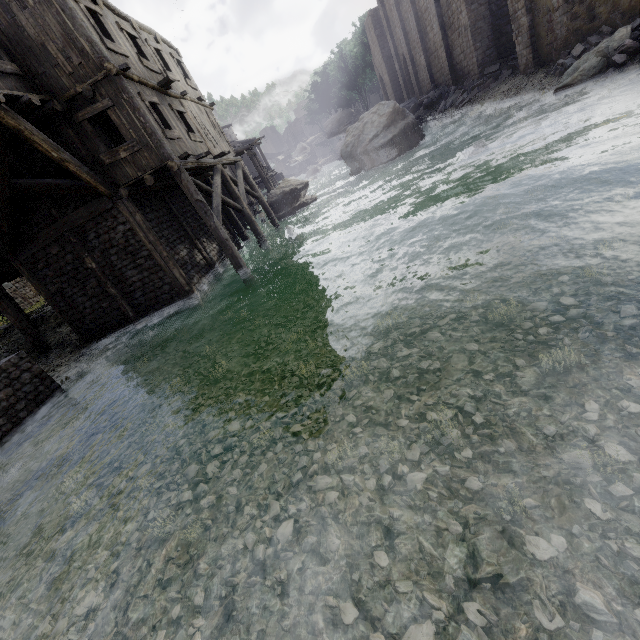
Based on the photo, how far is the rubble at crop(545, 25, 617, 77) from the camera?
13.1m

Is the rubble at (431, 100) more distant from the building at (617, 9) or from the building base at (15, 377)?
the building base at (15, 377)

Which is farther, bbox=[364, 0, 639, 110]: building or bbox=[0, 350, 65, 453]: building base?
bbox=[364, 0, 639, 110]: building

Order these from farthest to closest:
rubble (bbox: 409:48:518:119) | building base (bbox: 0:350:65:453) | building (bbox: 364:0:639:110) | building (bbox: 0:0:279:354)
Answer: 1. rubble (bbox: 409:48:518:119)
2. building (bbox: 364:0:639:110)
3. building (bbox: 0:0:279:354)
4. building base (bbox: 0:350:65:453)

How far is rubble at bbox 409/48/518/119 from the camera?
20.5 meters

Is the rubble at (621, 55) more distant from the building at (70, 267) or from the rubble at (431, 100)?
the rubble at (431, 100)

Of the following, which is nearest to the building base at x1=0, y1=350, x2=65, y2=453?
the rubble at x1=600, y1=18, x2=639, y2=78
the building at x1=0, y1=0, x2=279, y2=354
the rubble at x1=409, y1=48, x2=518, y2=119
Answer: the building at x1=0, y1=0, x2=279, y2=354

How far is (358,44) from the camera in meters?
50.1 m
